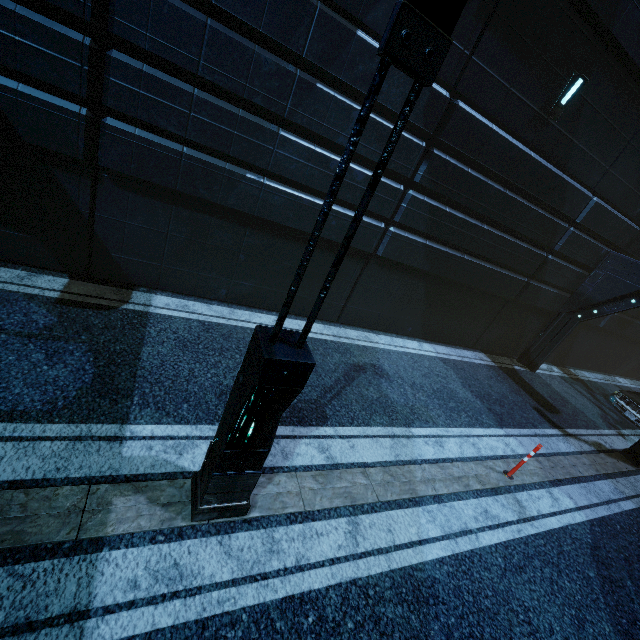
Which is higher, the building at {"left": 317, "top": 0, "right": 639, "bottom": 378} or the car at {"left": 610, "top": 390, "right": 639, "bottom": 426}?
the building at {"left": 317, "top": 0, "right": 639, "bottom": 378}

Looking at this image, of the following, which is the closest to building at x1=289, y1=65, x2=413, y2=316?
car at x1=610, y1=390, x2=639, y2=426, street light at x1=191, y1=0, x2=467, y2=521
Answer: car at x1=610, y1=390, x2=639, y2=426

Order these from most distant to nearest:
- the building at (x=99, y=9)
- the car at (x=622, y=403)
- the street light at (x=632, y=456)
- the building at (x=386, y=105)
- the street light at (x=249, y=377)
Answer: the car at (x=622, y=403)
the street light at (x=632, y=456)
the building at (x=386, y=105)
the building at (x=99, y=9)
the street light at (x=249, y=377)

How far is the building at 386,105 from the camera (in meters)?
6.17

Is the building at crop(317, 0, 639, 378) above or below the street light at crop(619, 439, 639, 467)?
above

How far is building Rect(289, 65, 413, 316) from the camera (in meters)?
6.17

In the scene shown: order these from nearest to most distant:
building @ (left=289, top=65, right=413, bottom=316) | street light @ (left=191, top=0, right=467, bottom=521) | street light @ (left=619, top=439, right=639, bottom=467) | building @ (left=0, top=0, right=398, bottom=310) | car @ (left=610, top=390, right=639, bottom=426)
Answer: street light @ (left=191, top=0, right=467, bottom=521) → building @ (left=0, top=0, right=398, bottom=310) → building @ (left=289, top=65, right=413, bottom=316) → street light @ (left=619, top=439, right=639, bottom=467) → car @ (left=610, top=390, right=639, bottom=426)

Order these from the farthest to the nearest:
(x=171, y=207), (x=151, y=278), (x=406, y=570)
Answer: (x=151, y=278), (x=171, y=207), (x=406, y=570)
